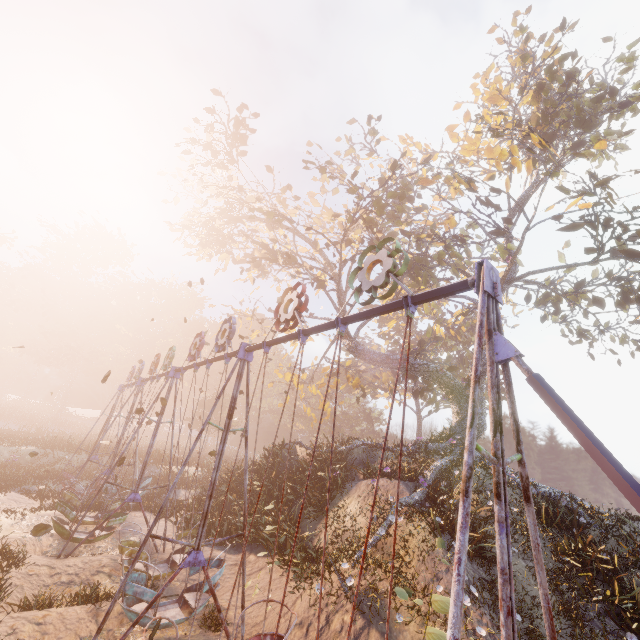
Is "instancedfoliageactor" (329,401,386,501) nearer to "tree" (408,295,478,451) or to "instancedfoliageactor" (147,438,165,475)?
"tree" (408,295,478,451)

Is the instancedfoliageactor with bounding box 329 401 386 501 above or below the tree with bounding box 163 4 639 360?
below

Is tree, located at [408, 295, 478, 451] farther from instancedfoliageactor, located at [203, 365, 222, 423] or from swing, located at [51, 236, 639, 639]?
instancedfoliageactor, located at [203, 365, 222, 423]

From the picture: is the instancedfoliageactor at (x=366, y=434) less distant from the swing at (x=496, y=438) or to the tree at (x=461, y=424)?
the tree at (x=461, y=424)

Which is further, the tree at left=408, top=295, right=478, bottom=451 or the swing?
the tree at left=408, top=295, right=478, bottom=451

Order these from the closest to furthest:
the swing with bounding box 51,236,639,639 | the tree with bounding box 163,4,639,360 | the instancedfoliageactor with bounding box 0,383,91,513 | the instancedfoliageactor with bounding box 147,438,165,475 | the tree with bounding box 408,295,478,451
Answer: the swing with bounding box 51,236,639,639, the tree with bounding box 163,4,639,360, the instancedfoliageactor with bounding box 0,383,91,513, the tree with bounding box 408,295,478,451, the instancedfoliageactor with bounding box 147,438,165,475

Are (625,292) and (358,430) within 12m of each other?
no

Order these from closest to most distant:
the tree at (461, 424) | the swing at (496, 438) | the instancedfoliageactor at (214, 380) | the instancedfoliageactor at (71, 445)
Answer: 1. the swing at (496, 438)
2. the instancedfoliageactor at (71, 445)
3. the tree at (461, 424)
4. the instancedfoliageactor at (214, 380)
